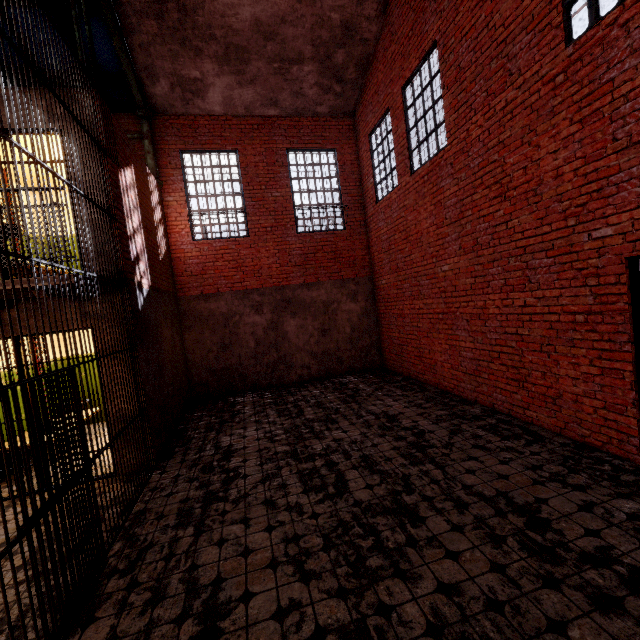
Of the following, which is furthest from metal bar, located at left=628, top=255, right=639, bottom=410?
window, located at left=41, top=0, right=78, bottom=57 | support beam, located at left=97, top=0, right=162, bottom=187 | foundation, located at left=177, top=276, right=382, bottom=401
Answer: window, located at left=41, top=0, right=78, bottom=57

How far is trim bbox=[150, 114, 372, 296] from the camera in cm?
891

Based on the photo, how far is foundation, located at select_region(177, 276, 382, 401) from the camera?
9.1m

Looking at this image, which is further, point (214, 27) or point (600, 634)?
point (214, 27)

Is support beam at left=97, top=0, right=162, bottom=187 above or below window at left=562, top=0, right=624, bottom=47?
above

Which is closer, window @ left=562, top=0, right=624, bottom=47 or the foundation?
window @ left=562, top=0, right=624, bottom=47

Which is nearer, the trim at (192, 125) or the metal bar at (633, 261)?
the metal bar at (633, 261)

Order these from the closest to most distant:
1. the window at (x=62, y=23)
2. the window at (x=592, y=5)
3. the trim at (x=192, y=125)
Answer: the window at (x=592, y=5)
the window at (x=62, y=23)
the trim at (x=192, y=125)
